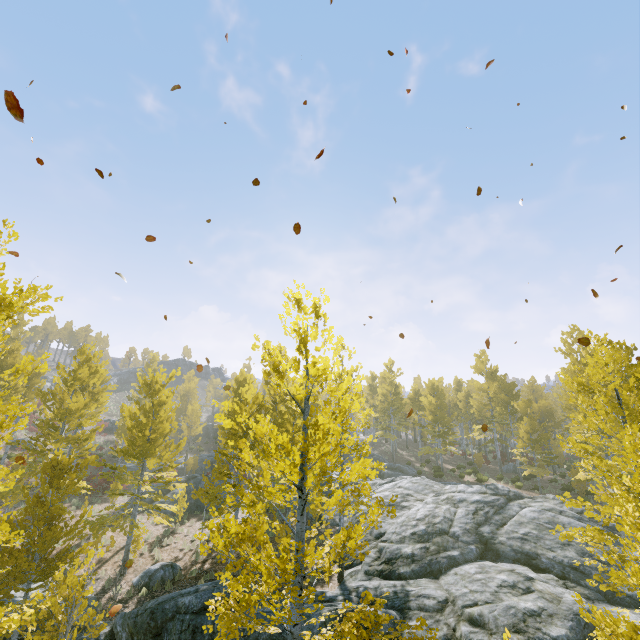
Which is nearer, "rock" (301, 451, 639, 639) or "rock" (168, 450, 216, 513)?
"rock" (301, 451, 639, 639)

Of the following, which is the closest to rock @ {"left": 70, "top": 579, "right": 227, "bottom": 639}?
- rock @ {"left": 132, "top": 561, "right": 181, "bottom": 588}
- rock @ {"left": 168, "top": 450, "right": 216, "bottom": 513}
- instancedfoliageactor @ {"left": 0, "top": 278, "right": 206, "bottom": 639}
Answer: instancedfoliageactor @ {"left": 0, "top": 278, "right": 206, "bottom": 639}

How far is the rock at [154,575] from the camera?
13.64m

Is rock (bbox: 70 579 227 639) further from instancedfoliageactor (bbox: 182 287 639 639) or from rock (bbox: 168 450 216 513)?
rock (bbox: 168 450 216 513)

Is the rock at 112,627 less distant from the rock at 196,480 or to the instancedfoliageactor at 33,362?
the instancedfoliageactor at 33,362

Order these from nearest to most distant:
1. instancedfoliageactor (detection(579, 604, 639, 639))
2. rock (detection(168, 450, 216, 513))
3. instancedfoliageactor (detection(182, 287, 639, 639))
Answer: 1. instancedfoliageactor (detection(579, 604, 639, 639))
2. instancedfoliageactor (detection(182, 287, 639, 639))
3. rock (detection(168, 450, 216, 513))

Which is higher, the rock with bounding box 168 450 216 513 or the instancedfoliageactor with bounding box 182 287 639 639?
the instancedfoliageactor with bounding box 182 287 639 639

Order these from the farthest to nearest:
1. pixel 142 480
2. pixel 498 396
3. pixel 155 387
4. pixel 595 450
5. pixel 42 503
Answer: pixel 498 396 < pixel 595 450 < pixel 155 387 < pixel 142 480 < pixel 42 503
